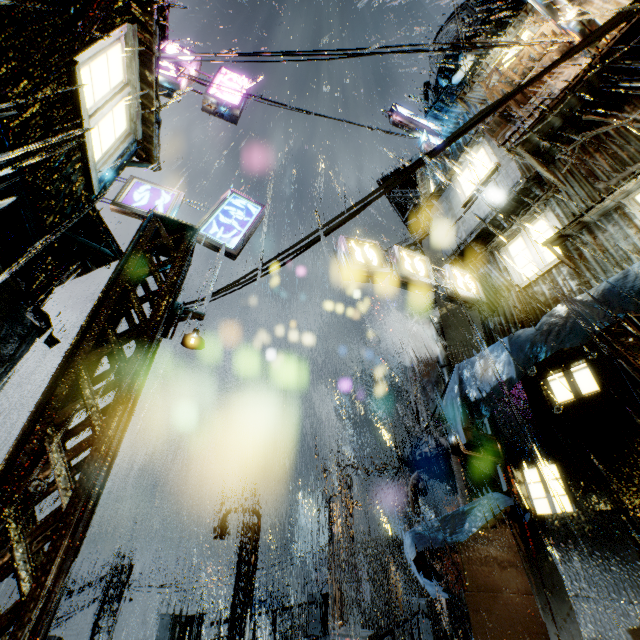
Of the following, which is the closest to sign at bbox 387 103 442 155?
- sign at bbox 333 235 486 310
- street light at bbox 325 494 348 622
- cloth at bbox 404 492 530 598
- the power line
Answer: sign at bbox 333 235 486 310

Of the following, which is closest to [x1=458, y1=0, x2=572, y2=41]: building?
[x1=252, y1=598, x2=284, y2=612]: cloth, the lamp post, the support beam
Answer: the support beam

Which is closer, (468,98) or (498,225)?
(498,225)

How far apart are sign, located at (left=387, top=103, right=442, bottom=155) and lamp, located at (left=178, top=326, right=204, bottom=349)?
15.64m

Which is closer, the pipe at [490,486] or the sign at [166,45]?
the sign at [166,45]

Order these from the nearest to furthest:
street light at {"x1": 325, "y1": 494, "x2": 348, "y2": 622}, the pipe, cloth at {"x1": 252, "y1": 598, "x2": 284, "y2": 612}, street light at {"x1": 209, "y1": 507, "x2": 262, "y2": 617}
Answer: the pipe < street light at {"x1": 209, "y1": 507, "x2": 262, "y2": 617} < street light at {"x1": 325, "y1": 494, "x2": 348, "y2": 622} < cloth at {"x1": 252, "y1": 598, "x2": 284, "y2": 612}

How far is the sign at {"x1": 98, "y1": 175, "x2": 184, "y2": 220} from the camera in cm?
760

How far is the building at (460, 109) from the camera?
11.0m
